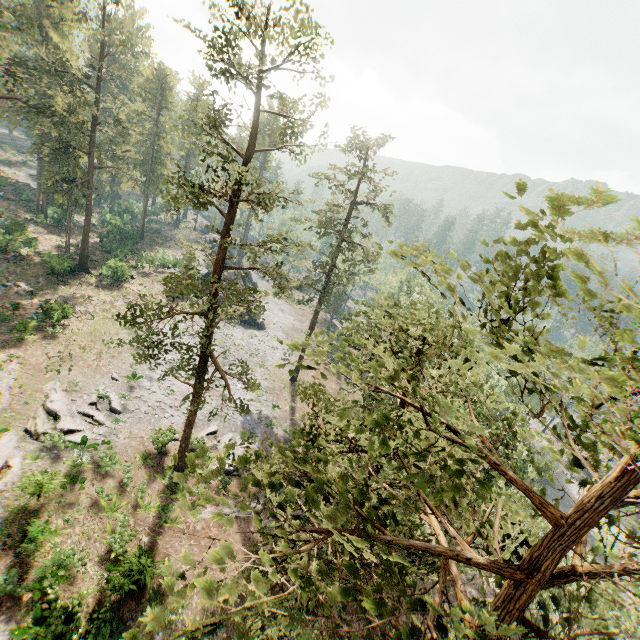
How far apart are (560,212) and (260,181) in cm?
1686

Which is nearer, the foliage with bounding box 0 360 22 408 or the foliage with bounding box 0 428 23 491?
the foliage with bounding box 0 428 23 491

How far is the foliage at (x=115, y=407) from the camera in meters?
24.5 m

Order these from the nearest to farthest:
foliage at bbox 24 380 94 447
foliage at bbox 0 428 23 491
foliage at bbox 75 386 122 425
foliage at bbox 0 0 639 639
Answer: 1. foliage at bbox 0 0 639 639
2. foliage at bbox 0 428 23 491
3. foliage at bbox 24 380 94 447
4. foliage at bbox 75 386 122 425

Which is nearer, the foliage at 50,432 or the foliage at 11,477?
the foliage at 11,477

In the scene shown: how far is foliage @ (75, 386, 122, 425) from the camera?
A: 24.5m
